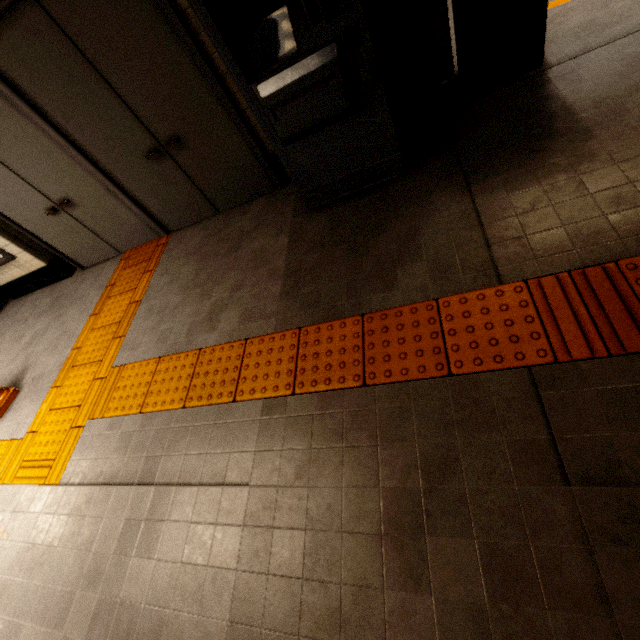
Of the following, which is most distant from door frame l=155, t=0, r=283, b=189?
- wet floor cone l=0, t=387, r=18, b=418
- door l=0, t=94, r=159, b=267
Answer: wet floor cone l=0, t=387, r=18, b=418

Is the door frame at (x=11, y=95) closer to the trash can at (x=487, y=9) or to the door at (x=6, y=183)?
the door at (x=6, y=183)

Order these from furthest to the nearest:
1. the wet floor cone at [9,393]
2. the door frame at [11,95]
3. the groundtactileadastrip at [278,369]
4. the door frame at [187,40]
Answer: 1. the wet floor cone at [9,393]
2. the door frame at [11,95]
3. the door frame at [187,40]
4. the groundtactileadastrip at [278,369]

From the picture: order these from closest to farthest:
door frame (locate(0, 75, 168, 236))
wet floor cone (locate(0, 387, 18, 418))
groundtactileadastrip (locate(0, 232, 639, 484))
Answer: groundtactileadastrip (locate(0, 232, 639, 484)) → door frame (locate(0, 75, 168, 236)) → wet floor cone (locate(0, 387, 18, 418))

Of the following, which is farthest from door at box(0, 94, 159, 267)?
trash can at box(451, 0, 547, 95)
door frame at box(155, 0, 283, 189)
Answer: trash can at box(451, 0, 547, 95)

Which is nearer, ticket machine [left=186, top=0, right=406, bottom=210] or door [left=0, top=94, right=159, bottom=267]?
ticket machine [left=186, top=0, right=406, bottom=210]

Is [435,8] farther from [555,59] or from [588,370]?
[588,370]

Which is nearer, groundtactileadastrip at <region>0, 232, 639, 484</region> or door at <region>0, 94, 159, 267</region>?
groundtactileadastrip at <region>0, 232, 639, 484</region>
